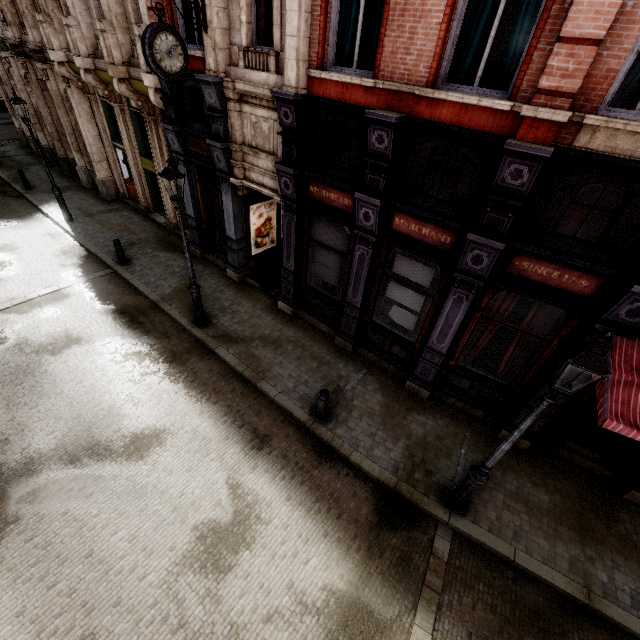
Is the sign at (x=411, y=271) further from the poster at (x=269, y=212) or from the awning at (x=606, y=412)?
the poster at (x=269, y=212)

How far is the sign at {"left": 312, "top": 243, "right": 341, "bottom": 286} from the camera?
9.0m

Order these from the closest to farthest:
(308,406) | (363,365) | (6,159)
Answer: (308,406)
(363,365)
(6,159)

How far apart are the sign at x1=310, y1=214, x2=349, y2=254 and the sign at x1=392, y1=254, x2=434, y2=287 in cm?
130

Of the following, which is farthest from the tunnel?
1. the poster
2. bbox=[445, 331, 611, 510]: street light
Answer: bbox=[445, 331, 611, 510]: street light

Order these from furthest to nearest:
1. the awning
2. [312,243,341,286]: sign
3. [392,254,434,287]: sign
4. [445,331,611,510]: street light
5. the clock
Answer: [312,243,341,286]: sign
[392,254,434,287]: sign
the clock
the awning
[445,331,611,510]: street light

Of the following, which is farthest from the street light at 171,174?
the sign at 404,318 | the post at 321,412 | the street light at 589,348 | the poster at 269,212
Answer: the street light at 589,348

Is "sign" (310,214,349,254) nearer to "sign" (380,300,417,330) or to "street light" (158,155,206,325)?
"sign" (380,300,417,330)
